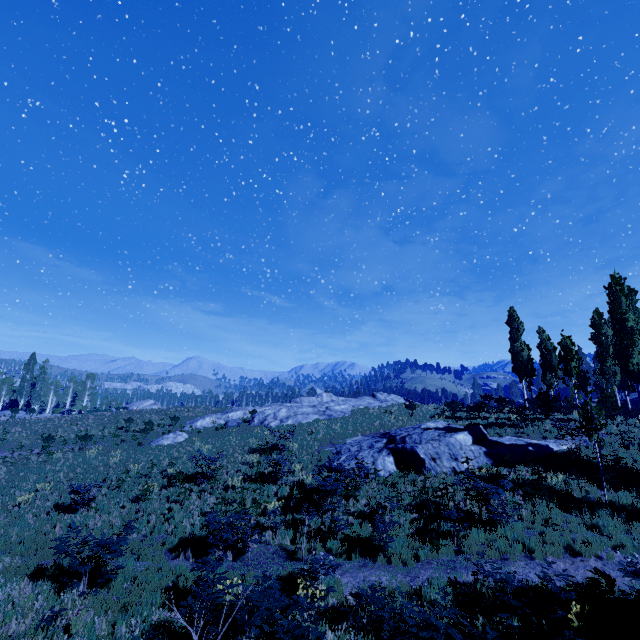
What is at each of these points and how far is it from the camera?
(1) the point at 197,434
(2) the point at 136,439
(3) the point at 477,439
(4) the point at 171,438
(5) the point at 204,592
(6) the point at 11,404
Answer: (1) instancedfoliageactor, 32.5m
(2) instancedfoliageactor, 29.5m
(3) rock, 18.1m
(4) rock, 29.8m
(5) instancedfoliageactor, 7.2m
(6) instancedfoliageactor, 58.7m

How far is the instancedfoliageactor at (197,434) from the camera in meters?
28.8

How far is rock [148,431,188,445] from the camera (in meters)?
29.19

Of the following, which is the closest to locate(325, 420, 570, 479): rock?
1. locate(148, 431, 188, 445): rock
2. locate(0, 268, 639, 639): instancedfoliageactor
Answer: locate(0, 268, 639, 639): instancedfoliageactor

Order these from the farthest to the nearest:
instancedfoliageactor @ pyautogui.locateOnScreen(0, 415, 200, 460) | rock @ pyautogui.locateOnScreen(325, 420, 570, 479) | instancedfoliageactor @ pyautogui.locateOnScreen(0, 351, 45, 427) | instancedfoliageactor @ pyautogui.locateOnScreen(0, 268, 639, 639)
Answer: instancedfoliageactor @ pyautogui.locateOnScreen(0, 351, 45, 427), instancedfoliageactor @ pyautogui.locateOnScreen(0, 415, 200, 460), rock @ pyautogui.locateOnScreen(325, 420, 570, 479), instancedfoliageactor @ pyautogui.locateOnScreen(0, 268, 639, 639)

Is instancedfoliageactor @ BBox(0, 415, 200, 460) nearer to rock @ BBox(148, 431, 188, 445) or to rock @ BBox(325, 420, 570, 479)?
rock @ BBox(325, 420, 570, 479)

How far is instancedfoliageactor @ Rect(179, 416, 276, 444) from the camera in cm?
2880

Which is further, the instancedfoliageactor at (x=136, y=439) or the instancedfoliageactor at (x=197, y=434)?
the instancedfoliageactor at (x=197, y=434)
